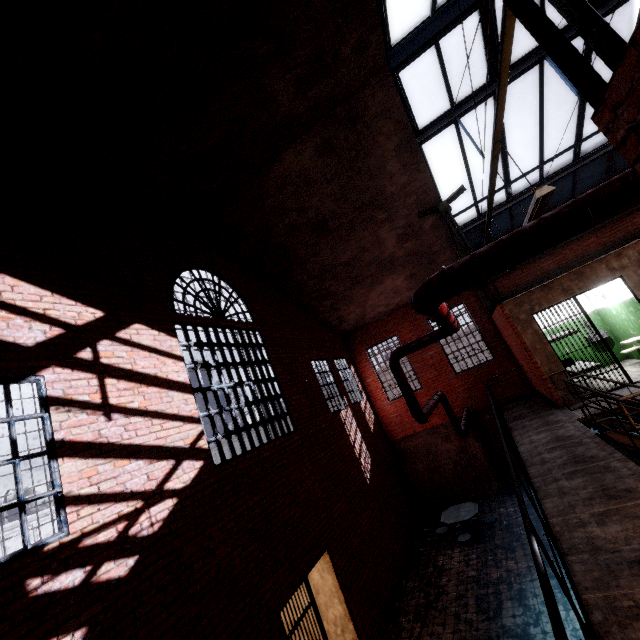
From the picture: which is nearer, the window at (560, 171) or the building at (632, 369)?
the window at (560, 171)

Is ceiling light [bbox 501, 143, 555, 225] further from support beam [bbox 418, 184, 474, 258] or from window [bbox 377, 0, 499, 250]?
window [bbox 377, 0, 499, 250]

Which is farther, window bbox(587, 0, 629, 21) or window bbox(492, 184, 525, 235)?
window bbox(492, 184, 525, 235)

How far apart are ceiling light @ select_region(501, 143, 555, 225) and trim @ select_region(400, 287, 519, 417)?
8.74m

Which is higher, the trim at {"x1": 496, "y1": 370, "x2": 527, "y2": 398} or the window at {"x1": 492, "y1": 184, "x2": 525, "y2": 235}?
the window at {"x1": 492, "y1": 184, "x2": 525, "y2": 235}

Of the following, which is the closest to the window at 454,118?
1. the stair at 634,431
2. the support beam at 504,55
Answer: the support beam at 504,55

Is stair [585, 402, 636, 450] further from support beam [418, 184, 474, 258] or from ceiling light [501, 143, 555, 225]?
ceiling light [501, 143, 555, 225]

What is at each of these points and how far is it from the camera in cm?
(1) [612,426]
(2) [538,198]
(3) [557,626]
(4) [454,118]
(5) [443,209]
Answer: (1) stair, 653
(2) ceiling light, 388
(3) metal railing, 128
(4) window, 771
(5) support beam, 973
